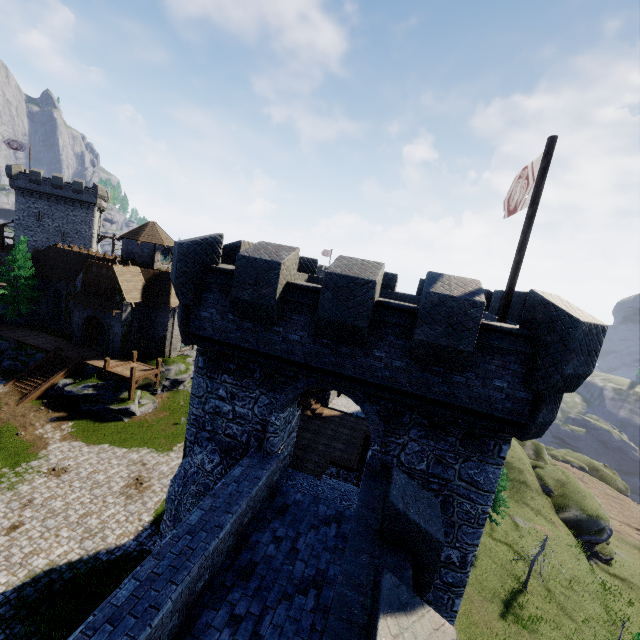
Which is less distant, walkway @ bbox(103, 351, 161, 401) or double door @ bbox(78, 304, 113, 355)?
walkway @ bbox(103, 351, 161, 401)

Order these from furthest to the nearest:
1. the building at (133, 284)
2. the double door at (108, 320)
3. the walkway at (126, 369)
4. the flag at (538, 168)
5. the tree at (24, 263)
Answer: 1. the tree at (24, 263)
2. the double door at (108, 320)
3. the walkway at (126, 369)
4. the flag at (538, 168)
5. the building at (133, 284)

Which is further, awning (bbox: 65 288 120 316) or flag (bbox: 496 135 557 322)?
awning (bbox: 65 288 120 316)

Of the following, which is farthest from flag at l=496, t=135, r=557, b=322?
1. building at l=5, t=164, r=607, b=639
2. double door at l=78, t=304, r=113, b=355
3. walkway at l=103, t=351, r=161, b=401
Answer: double door at l=78, t=304, r=113, b=355

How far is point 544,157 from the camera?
8.0m

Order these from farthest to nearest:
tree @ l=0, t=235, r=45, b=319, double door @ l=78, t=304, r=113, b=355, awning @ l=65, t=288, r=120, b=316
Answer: tree @ l=0, t=235, r=45, b=319 → double door @ l=78, t=304, r=113, b=355 → awning @ l=65, t=288, r=120, b=316

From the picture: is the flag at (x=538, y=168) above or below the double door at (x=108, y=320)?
above

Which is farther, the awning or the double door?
the double door
